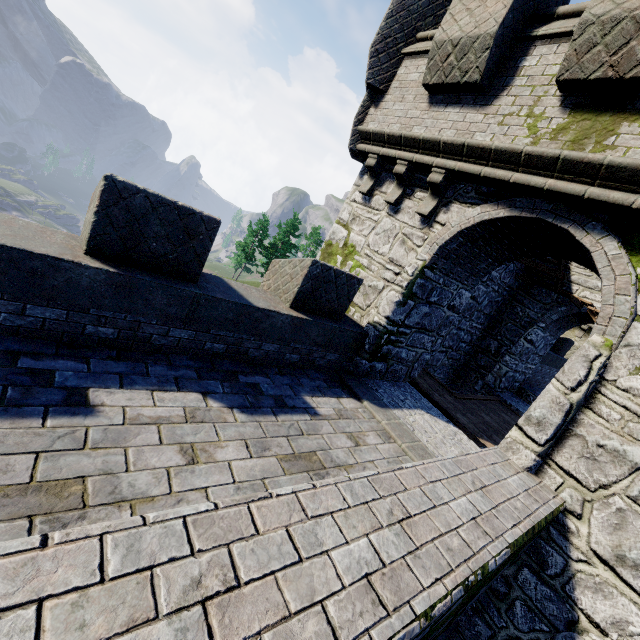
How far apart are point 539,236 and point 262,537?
6.3m
